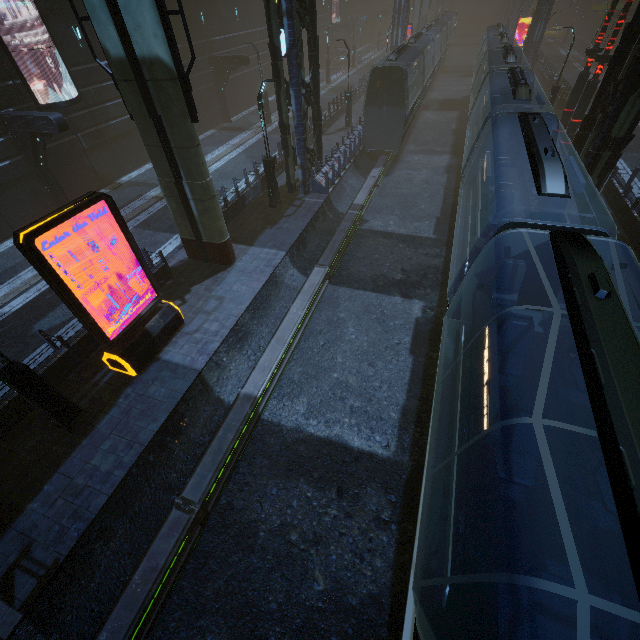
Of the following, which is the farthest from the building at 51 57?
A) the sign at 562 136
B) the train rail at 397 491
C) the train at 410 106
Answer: the train at 410 106

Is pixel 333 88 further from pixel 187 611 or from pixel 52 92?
pixel 187 611

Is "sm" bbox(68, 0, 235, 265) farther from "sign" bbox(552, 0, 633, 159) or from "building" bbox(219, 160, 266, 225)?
"sign" bbox(552, 0, 633, 159)

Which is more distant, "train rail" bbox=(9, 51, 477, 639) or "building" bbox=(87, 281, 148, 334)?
"building" bbox=(87, 281, 148, 334)

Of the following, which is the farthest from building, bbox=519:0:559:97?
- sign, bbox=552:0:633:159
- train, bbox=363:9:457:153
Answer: train, bbox=363:9:457:153

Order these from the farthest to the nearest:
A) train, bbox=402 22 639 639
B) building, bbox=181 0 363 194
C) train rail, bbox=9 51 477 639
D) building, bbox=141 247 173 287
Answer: building, bbox=181 0 363 194 → building, bbox=141 247 173 287 → train rail, bbox=9 51 477 639 → train, bbox=402 22 639 639

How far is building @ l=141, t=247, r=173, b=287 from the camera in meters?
12.8

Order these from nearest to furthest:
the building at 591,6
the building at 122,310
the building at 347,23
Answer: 1. the building at 122,310
2. the building at 591,6
3. the building at 347,23
